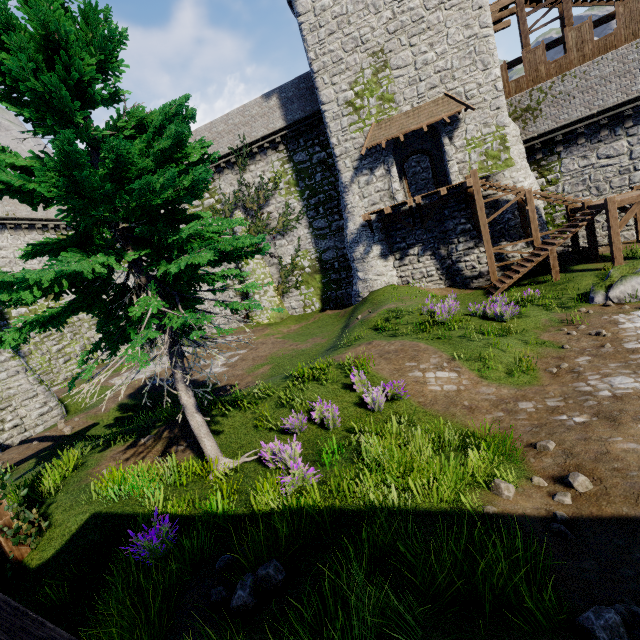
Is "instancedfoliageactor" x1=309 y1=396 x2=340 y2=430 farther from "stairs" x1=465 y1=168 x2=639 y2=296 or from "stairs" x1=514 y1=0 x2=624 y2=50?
"stairs" x1=514 y1=0 x2=624 y2=50

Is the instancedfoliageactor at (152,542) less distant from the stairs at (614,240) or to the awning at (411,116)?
the stairs at (614,240)

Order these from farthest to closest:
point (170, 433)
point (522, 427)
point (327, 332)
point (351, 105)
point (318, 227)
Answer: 1. point (318, 227)
2. point (327, 332)
3. point (351, 105)
4. point (170, 433)
5. point (522, 427)

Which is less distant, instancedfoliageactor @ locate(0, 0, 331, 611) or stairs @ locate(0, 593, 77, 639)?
stairs @ locate(0, 593, 77, 639)

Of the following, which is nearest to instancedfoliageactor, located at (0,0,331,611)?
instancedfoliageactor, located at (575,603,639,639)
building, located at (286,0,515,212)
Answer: instancedfoliageactor, located at (575,603,639,639)

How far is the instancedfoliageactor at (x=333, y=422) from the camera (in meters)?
7.66

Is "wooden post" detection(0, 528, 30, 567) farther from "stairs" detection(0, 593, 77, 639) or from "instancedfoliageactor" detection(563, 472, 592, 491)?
"instancedfoliageactor" detection(563, 472, 592, 491)

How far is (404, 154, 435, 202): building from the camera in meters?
26.2
